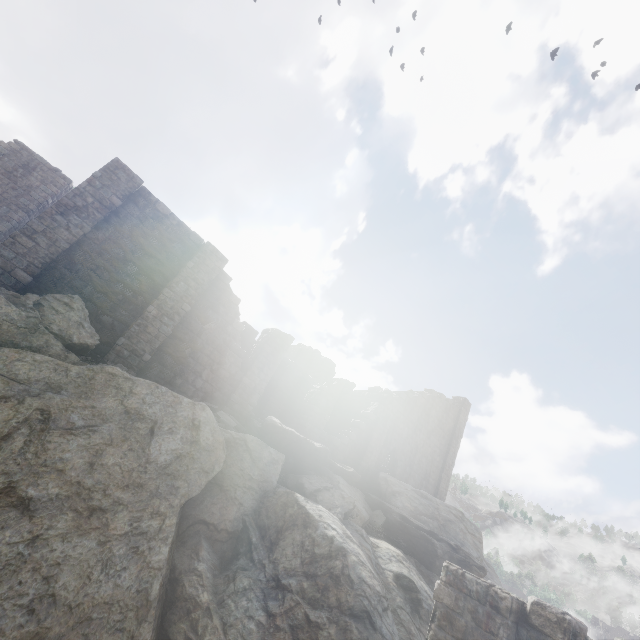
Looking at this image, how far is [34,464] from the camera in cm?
695

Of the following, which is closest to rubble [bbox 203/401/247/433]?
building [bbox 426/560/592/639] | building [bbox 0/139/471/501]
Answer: building [bbox 0/139/471/501]

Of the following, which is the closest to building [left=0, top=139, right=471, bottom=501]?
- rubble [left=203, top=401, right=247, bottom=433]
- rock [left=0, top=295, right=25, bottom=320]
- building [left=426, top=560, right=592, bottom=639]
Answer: rubble [left=203, top=401, right=247, bottom=433]

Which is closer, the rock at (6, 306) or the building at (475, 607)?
the building at (475, 607)

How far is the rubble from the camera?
12.6 meters

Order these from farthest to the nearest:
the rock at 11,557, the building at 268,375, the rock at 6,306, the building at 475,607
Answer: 1. the building at 268,375
2. the rock at 6,306
3. the rock at 11,557
4. the building at 475,607

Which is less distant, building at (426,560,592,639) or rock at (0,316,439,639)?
building at (426,560,592,639)

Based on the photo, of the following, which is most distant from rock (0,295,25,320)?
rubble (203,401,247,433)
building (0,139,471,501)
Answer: building (0,139,471,501)
